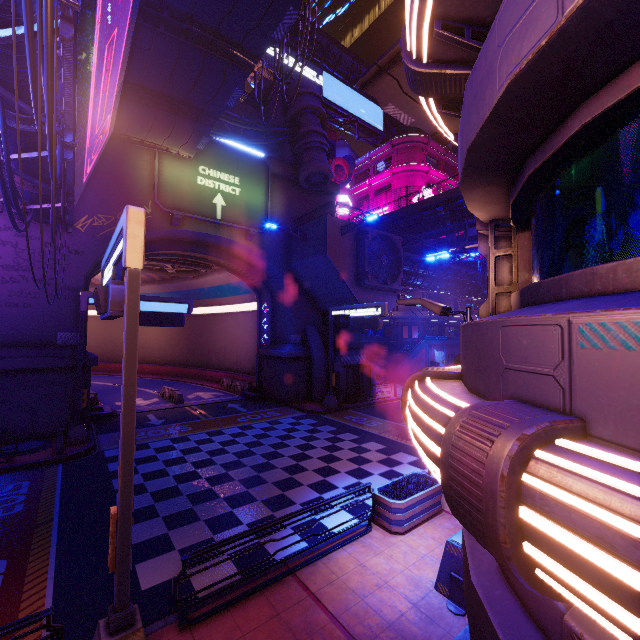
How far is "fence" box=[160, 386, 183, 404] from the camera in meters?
24.4 m

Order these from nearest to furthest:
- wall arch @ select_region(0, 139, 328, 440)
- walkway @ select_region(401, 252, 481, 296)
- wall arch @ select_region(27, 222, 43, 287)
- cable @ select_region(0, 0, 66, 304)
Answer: cable @ select_region(0, 0, 66, 304) → wall arch @ select_region(0, 139, 328, 440) → wall arch @ select_region(27, 222, 43, 287) → walkway @ select_region(401, 252, 481, 296)

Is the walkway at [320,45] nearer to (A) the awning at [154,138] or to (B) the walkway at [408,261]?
(B) the walkway at [408,261]

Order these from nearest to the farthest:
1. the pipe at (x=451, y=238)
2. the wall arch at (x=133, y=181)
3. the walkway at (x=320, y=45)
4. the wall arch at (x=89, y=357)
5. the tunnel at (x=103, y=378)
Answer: the wall arch at (x=133, y=181)
the wall arch at (x=89, y=357)
the tunnel at (x=103, y=378)
the pipe at (x=451, y=238)
the walkway at (x=320, y=45)

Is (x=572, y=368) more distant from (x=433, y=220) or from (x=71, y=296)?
(x=433, y=220)

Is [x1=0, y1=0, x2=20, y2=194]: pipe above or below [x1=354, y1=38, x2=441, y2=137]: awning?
below

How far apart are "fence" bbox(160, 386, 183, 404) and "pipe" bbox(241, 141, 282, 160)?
19.47m

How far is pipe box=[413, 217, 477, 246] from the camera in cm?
3077
